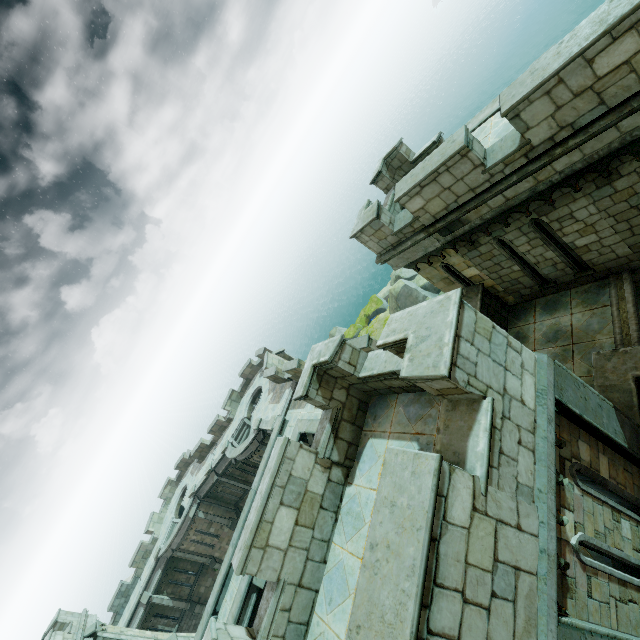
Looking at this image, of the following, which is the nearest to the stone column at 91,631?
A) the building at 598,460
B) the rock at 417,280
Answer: the building at 598,460

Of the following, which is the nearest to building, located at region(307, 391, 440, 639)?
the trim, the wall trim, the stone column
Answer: the wall trim

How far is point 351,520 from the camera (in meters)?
5.88

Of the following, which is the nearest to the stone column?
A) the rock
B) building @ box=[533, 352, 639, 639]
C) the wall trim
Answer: building @ box=[533, 352, 639, 639]

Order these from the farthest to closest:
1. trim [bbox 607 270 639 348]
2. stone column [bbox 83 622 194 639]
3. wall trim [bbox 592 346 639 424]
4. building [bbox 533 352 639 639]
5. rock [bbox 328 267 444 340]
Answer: rock [bbox 328 267 444 340]
stone column [bbox 83 622 194 639]
trim [bbox 607 270 639 348]
wall trim [bbox 592 346 639 424]
building [bbox 533 352 639 639]

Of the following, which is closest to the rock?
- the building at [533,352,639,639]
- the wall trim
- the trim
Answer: the building at [533,352,639,639]

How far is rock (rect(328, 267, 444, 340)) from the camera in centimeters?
3111cm

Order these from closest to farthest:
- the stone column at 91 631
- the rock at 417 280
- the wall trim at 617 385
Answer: the wall trim at 617 385 < the stone column at 91 631 < the rock at 417 280
